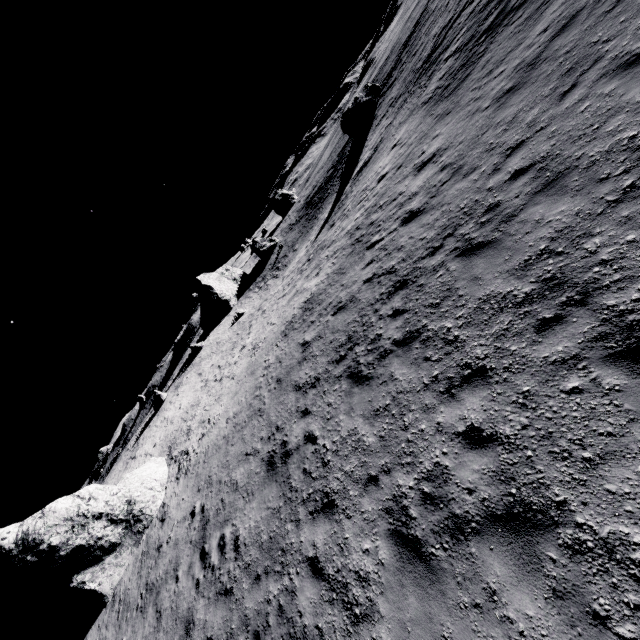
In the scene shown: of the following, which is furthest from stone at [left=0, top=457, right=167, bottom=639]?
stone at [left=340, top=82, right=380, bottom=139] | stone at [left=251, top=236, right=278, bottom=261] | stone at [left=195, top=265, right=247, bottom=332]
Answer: stone at [left=251, top=236, right=278, bottom=261]

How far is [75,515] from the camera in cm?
1480

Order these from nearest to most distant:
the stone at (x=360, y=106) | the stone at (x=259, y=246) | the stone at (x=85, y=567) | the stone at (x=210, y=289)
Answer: A: the stone at (x=85, y=567), the stone at (x=360, y=106), the stone at (x=210, y=289), the stone at (x=259, y=246)

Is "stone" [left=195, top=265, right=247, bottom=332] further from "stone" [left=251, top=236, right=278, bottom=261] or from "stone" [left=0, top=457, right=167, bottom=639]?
"stone" [left=0, top=457, right=167, bottom=639]

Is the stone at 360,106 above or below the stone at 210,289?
below

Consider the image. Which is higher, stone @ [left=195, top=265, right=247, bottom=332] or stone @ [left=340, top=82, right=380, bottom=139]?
stone @ [left=195, top=265, right=247, bottom=332]

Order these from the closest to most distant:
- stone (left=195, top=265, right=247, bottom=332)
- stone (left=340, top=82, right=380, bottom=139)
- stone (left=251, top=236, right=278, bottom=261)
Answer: stone (left=340, top=82, right=380, bottom=139) < stone (left=195, top=265, right=247, bottom=332) < stone (left=251, top=236, right=278, bottom=261)
